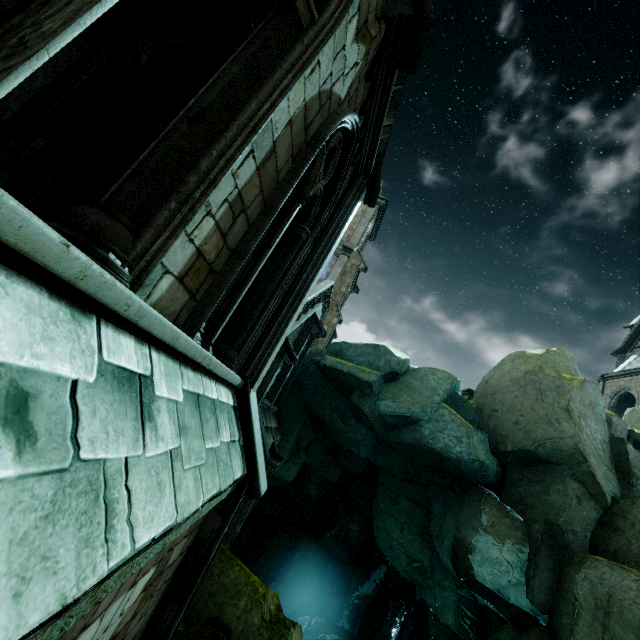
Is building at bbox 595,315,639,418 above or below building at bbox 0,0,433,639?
above

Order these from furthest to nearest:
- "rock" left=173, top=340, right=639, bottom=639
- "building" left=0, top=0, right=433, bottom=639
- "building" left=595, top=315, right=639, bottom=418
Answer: "building" left=595, top=315, right=639, bottom=418
"rock" left=173, top=340, right=639, bottom=639
"building" left=0, top=0, right=433, bottom=639

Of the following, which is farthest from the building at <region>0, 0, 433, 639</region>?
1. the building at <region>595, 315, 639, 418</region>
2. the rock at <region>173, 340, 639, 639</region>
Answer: the building at <region>595, 315, 639, 418</region>

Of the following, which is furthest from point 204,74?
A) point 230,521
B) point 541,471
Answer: point 541,471

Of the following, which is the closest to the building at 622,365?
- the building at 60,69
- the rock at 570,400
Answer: the rock at 570,400

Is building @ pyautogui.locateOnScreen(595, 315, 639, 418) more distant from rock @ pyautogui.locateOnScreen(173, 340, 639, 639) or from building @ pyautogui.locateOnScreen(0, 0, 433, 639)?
building @ pyautogui.locateOnScreen(0, 0, 433, 639)

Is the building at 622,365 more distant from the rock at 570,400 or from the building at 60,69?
the building at 60,69
